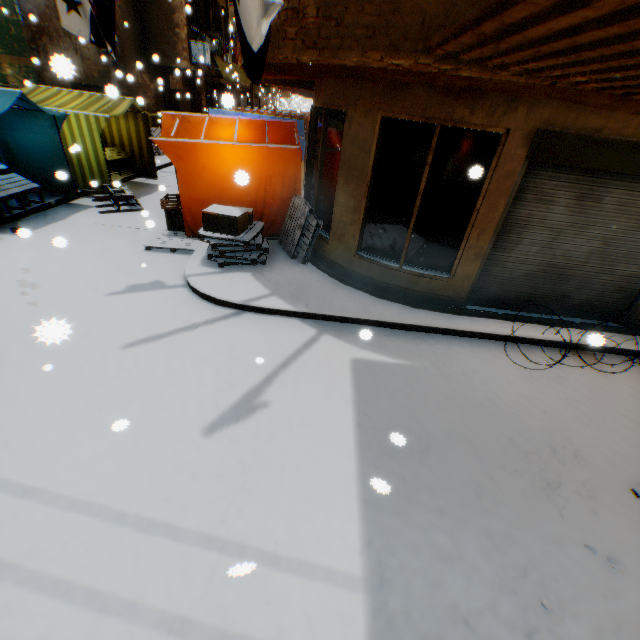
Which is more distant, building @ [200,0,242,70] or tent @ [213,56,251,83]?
tent @ [213,56,251,83]

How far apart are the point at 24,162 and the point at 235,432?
10.5m

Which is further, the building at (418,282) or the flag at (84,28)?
the flag at (84,28)

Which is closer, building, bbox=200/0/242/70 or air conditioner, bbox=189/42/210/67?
building, bbox=200/0/242/70

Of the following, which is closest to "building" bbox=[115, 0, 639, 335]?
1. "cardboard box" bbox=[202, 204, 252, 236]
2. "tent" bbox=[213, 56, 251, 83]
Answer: "tent" bbox=[213, 56, 251, 83]

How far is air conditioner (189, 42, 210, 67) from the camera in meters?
15.3

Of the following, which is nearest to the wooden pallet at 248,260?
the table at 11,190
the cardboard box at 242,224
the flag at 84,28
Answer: the cardboard box at 242,224

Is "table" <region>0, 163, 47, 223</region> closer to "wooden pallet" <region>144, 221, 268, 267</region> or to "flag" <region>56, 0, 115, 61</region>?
"wooden pallet" <region>144, 221, 268, 267</region>
